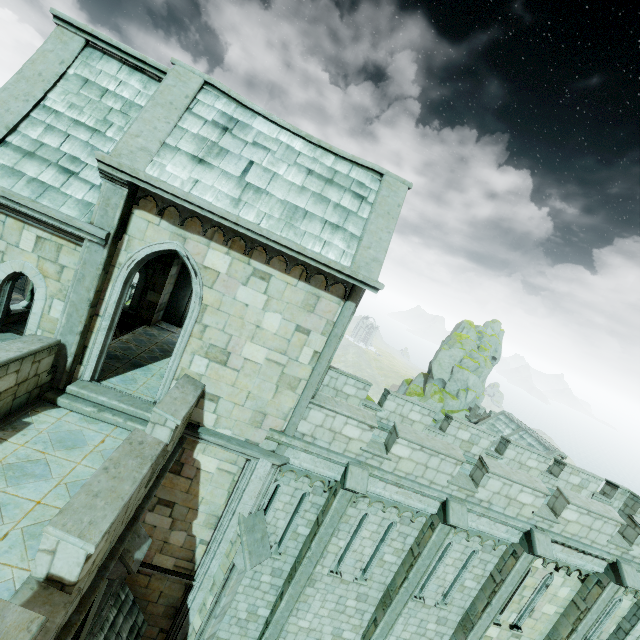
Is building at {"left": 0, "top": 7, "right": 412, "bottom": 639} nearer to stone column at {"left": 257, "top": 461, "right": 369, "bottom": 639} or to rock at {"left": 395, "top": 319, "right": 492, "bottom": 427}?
stone column at {"left": 257, "top": 461, "right": 369, "bottom": 639}

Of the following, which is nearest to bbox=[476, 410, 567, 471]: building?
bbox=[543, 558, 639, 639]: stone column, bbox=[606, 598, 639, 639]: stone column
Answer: bbox=[606, 598, 639, 639]: stone column

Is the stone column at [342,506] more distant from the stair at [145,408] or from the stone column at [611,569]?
the stone column at [611,569]

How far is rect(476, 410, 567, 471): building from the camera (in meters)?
32.38

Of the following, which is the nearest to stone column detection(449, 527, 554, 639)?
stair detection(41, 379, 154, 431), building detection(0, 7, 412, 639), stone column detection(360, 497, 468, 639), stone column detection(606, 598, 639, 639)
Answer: stone column detection(360, 497, 468, 639)

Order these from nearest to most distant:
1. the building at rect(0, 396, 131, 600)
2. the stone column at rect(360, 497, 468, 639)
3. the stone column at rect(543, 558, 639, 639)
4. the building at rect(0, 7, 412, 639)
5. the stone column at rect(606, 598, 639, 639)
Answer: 1. the building at rect(0, 396, 131, 600)
2. the building at rect(0, 7, 412, 639)
3. the stone column at rect(360, 497, 468, 639)
4. the stone column at rect(543, 558, 639, 639)
5. the stone column at rect(606, 598, 639, 639)

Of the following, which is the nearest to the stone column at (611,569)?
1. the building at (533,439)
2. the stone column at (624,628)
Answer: the stone column at (624,628)

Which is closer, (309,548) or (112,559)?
(112,559)
